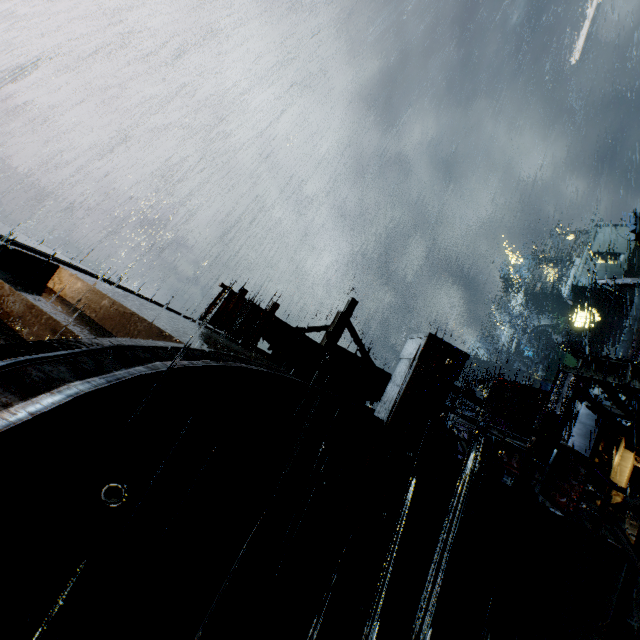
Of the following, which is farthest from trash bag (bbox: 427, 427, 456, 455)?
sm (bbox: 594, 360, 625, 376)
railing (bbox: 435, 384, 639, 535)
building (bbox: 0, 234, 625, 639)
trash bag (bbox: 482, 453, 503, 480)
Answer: sm (bbox: 594, 360, 625, 376)

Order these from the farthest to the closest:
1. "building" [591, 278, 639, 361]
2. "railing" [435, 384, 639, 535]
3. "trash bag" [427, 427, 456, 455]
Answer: "building" [591, 278, 639, 361] → "trash bag" [427, 427, 456, 455] → "railing" [435, 384, 639, 535]

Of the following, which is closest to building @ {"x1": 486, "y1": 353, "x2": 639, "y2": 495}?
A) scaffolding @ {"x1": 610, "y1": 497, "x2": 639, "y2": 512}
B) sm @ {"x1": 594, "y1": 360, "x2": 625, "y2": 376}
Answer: sm @ {"x1": 594, "y1": 360, "x2": 625, "y2": 376}

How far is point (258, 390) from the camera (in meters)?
4.37

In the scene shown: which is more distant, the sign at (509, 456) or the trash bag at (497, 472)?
the trash bag at (497, 472)

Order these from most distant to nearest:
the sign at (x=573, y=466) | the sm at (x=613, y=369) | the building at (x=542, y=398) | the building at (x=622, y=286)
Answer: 1. the building at (x=622, y=286)
2. the sm at (x=613, y=369)
3. the building at (x=542, y=398)
4. the sign at (x=573, y=466)

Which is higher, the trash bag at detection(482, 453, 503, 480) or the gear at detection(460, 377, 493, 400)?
the gear at detection(460, 377, 493, 400)

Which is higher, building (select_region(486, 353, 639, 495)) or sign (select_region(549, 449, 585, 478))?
building (select_region(486, 353, 639, 495))
